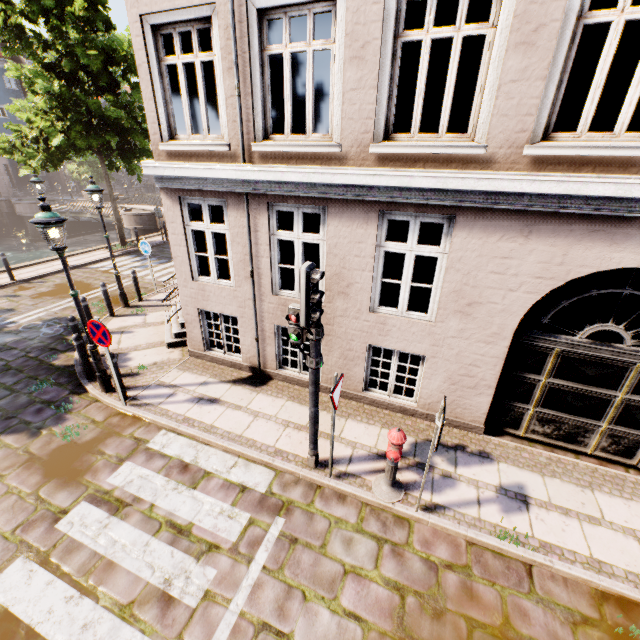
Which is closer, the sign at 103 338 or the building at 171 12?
the building at 171 12

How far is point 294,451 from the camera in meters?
5.6 m

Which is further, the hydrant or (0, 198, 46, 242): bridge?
(0, 198, 46, 242): bridge

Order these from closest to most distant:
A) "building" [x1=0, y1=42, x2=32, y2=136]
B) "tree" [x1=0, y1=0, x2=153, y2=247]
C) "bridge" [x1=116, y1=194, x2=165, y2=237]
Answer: "tree" [x1=0, y1=0, x2=153, y2=247] < "bridge" [x1=116, y1=194, x2=165, y2=237] < "building" [x1=0, y1=42, x2=32, y2=136]

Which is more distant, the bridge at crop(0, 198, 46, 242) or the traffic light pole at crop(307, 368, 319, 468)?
the bridge at crop(0, 198, 46, 242)

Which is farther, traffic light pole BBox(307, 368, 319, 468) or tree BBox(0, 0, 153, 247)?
tree BBox(0, 0, 153, 247)

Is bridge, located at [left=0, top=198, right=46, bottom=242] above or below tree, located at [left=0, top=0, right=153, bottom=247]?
below

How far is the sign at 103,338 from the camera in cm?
556
